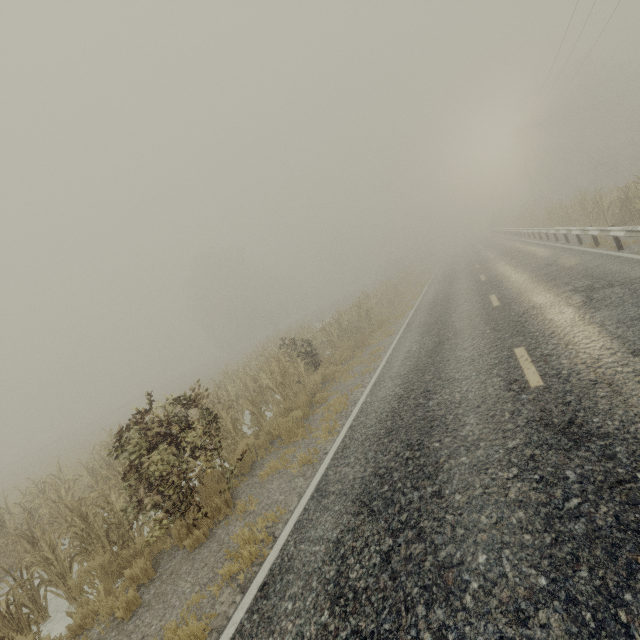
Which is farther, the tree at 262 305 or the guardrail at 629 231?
the guardrail at 629 231

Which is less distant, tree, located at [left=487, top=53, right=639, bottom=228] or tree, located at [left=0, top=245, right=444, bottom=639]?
tree, located at [left=0, top=245, right=444, bottom=639]

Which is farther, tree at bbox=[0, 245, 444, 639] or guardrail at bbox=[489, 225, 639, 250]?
guardrail at bbox=[489, 225, 639, 250]

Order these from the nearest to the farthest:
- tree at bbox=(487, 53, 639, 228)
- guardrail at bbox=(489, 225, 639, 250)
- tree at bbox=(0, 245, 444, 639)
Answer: tree at bbox=(0, 245, 444, 639) → guardrail at bbox=(489, 225, 639, 250) → tree at bbox=(487, 53, 639, 228)

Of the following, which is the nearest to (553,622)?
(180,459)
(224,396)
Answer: (180,459)

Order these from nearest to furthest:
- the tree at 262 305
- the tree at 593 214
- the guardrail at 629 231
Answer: the tree at 262 305 → the guardrail at 629 231 → the tree at 593 214
